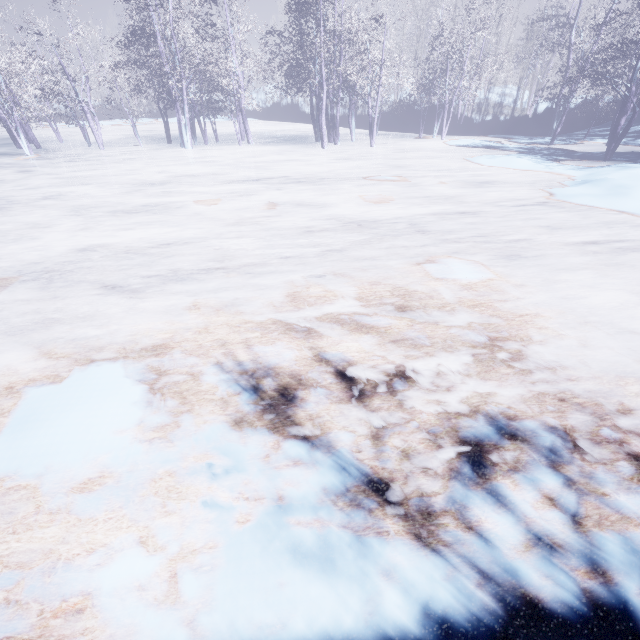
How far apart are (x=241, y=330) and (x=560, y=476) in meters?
3.4 m
